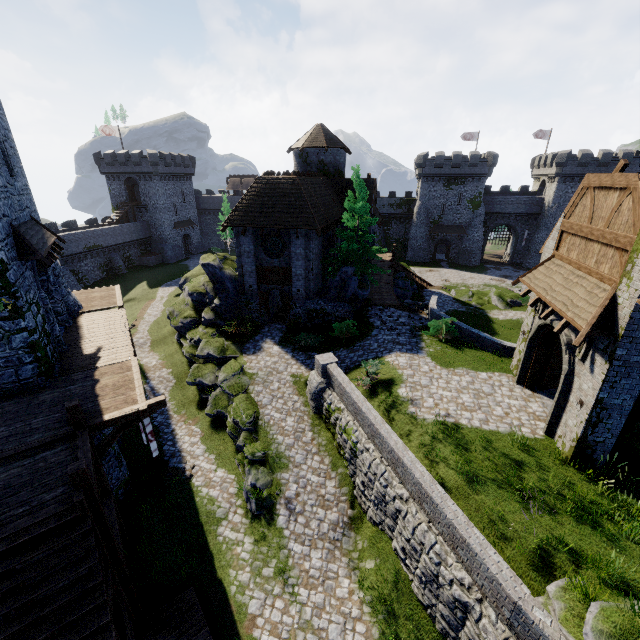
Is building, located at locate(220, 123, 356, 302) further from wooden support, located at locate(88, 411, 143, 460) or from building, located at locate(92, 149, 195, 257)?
building, located at locate(92, 149, 195, 257)

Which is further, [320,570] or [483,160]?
[483,160]

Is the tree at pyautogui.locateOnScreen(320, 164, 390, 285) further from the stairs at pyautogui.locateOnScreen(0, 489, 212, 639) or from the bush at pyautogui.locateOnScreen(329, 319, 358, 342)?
the stairs at pyautogui.locateOnScreen(0, 489, 212, 639)

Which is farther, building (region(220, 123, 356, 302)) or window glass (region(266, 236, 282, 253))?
window glass (region(266, 236, 282, 253))

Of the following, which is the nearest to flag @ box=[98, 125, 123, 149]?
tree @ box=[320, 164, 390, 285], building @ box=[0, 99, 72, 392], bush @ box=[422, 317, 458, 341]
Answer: building @ box=[0, 99, 72, 392]

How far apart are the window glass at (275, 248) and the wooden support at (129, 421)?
14.3 meters

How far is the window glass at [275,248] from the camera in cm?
2322

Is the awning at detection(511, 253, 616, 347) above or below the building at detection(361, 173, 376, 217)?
below
